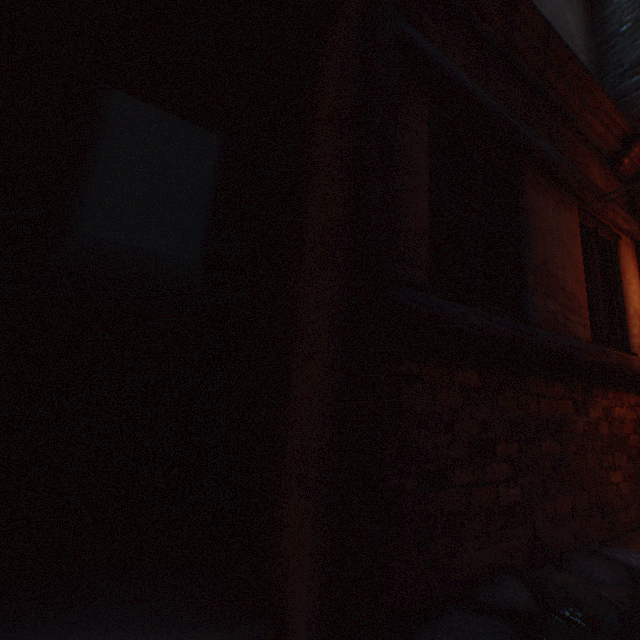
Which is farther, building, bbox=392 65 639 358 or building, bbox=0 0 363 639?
building, bbox=392 65 639 358

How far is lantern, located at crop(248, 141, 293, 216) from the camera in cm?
196

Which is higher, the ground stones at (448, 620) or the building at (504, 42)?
the building at (504, 42)

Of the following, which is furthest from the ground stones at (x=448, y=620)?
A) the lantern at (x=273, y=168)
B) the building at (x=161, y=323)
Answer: the lantern at (x=273, y=168)

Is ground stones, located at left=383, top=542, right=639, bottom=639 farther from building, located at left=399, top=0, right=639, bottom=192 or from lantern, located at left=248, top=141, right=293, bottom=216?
lantern, located at left=248, top=141, right=293, bottom=216

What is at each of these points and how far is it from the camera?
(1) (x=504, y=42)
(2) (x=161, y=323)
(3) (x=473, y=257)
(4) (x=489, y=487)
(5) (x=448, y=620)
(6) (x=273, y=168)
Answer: (1) building, 2.6m
(2) building, 3.8m
(3) building, 2.1m
(4) building, 1.8m
(5) ground stones, 1.4m
(6) lantern, 2.1m

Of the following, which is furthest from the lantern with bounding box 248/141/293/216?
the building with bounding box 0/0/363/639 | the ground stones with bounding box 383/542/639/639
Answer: the ground stones with bounding box 383/542/639/639
